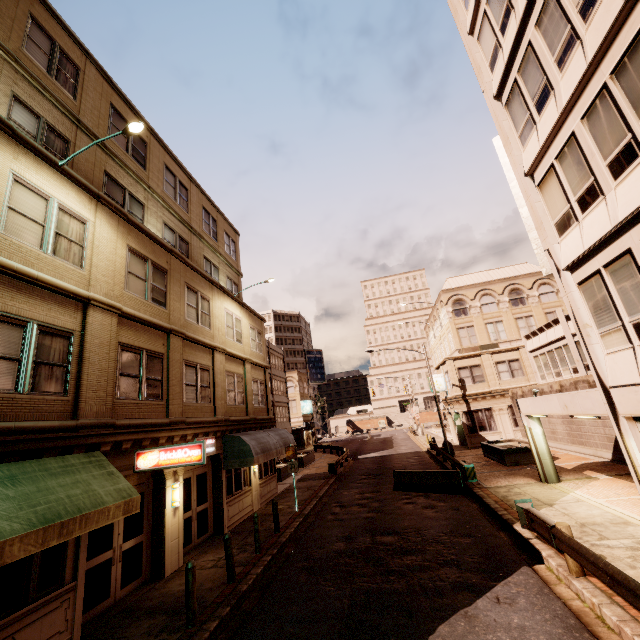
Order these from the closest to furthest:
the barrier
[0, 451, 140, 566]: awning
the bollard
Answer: [0, 451, 140, 566]: awning, the bollard, the barrier

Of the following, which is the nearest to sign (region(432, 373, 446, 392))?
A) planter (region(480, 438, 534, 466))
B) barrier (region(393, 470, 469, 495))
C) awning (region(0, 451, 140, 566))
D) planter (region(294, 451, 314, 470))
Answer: planter (region(480, 438, 534, 466))

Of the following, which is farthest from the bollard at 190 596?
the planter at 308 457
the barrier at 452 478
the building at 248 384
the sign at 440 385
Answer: the sign at 440 385

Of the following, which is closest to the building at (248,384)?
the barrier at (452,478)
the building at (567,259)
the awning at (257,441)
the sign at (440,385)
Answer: the awning at (257,441)

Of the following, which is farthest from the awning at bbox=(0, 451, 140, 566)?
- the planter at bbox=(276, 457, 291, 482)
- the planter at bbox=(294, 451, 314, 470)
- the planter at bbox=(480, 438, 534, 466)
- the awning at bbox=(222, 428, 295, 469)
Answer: the planter at bbox=(294, 451, 314, 470)

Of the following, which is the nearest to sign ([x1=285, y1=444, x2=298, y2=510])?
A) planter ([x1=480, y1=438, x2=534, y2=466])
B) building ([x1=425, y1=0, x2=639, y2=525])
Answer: building ([x1=425, y1=0, x2=639, y2=525])

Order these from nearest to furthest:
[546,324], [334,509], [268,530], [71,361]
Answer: [71,361]
[268,530]
[334,509]
[546,324]

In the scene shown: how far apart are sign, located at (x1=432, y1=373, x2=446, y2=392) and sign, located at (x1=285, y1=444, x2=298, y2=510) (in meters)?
20.81
